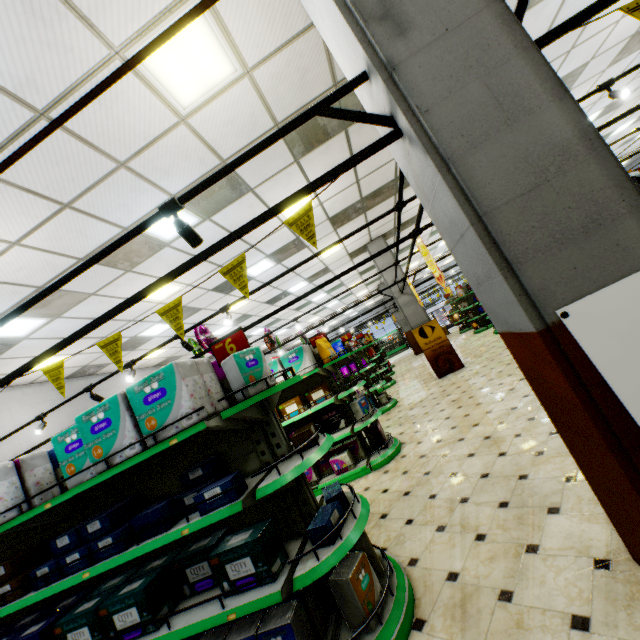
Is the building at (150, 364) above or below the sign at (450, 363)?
above

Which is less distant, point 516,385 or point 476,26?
point 476,26

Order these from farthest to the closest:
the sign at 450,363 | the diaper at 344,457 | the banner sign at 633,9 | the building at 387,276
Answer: the building at 387,276, the sign at 450,363, the diaper at 344,457, the banner sign at 633,9

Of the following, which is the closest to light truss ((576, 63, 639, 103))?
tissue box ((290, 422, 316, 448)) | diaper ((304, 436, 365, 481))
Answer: tissue box ((290, 422, 316, 448))

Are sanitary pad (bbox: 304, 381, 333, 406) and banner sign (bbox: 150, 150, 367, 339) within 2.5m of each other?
no

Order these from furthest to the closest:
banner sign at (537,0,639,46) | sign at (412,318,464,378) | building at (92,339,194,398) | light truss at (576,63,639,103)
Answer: building at (92,339,194,398) → sign at (412,318,464,378) → light truss at (576,63,639,103) → banner sign at (537,0,639,46)

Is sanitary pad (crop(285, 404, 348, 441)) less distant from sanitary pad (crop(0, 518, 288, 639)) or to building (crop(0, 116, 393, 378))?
building (crop(0, 116, 393, 378))

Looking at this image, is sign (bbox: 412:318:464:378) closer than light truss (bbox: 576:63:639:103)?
No
